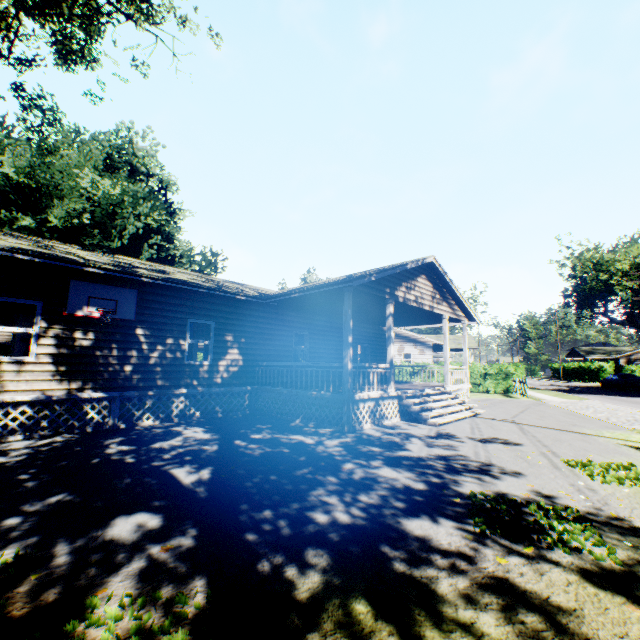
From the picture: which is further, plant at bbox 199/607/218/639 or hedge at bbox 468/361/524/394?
hedge at bbox 468/361/524/394

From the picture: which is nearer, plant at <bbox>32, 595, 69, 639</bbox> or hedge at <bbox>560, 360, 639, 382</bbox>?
plant at <bbox>32, 595, 69, 639</bbox>

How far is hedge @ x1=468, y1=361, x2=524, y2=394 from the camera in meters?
24.6

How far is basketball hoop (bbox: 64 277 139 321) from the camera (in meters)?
8.84

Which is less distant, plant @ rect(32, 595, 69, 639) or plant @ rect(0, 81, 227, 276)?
plant @ rect(32, 595, 69, 639)

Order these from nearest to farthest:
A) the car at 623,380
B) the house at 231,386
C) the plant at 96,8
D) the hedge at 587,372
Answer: the house at 231,386
the plant at 96,8
the car at 623,380
the hedge at 587,372

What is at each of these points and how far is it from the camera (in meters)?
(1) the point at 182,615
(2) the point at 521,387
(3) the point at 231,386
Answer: (1) plant, 2.48
(2) fence, 22.16
(3) house, 12.50

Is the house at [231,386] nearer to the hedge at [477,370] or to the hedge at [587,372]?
the hedge at [477,370]
